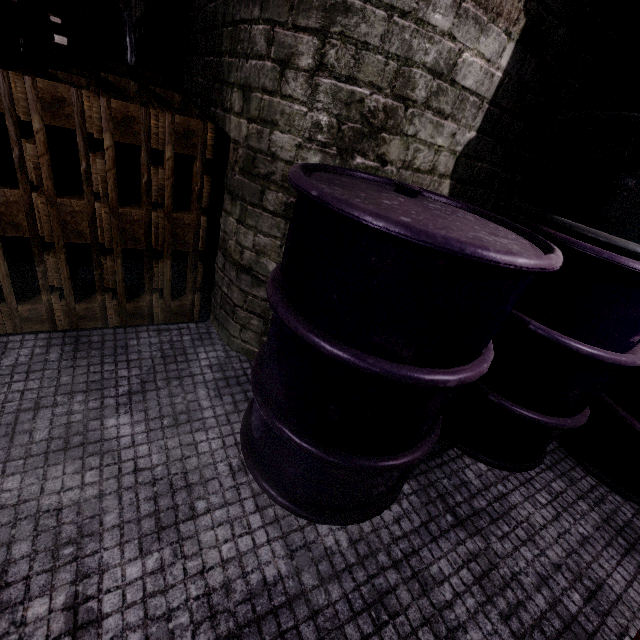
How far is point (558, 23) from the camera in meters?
1.2 m
